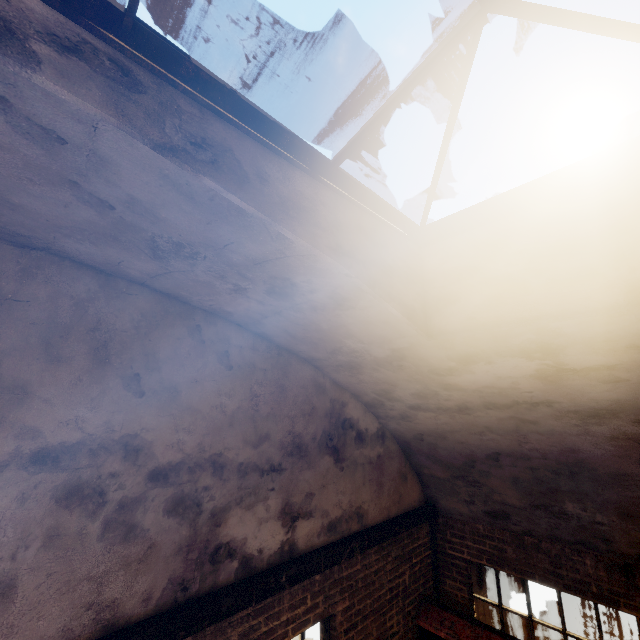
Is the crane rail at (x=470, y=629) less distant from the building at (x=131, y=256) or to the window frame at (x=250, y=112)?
the building at (x=131, y=256)

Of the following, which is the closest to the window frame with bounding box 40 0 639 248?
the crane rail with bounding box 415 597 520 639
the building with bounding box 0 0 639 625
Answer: the building with bounding box 0 0 639 625

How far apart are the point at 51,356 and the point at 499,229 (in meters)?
→ 3.33

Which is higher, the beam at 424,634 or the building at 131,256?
the building at 131,256

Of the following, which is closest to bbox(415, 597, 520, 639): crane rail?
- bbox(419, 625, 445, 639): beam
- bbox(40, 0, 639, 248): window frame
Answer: bbox(419, 625, 445, 639): beam

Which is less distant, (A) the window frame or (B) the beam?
(A) the window frame

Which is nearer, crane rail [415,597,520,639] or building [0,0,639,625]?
building [0,0,639,625]
